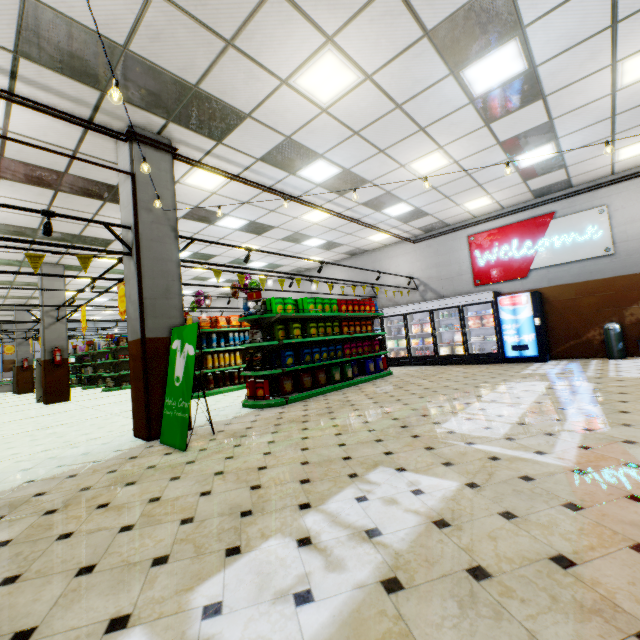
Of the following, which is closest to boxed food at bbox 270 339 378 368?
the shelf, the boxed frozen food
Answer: the shelf

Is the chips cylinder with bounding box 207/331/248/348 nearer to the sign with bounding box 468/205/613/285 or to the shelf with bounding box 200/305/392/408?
the shelf with bounding box 200/305/392/408

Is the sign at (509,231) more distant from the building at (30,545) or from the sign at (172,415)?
the sign at (172,415)

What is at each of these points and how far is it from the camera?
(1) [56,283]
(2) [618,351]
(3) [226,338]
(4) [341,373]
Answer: (1) building, 11.7m
(2) trash can, 8.4m
(3) chips cylinder, 10.0m
(4) packaged food, 8.4m

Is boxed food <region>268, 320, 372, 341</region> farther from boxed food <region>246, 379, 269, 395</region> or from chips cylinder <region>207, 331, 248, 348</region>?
chips cylinder <region>207, 331, 248, 348</region>

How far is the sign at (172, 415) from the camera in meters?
4.3

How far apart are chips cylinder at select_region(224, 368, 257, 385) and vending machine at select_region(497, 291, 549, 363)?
8.3m

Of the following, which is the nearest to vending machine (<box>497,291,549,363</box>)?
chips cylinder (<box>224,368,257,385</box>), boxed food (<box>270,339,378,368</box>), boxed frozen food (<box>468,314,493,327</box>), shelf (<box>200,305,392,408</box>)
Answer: boxed frozen food (<box>468,314,493,327</box>)
